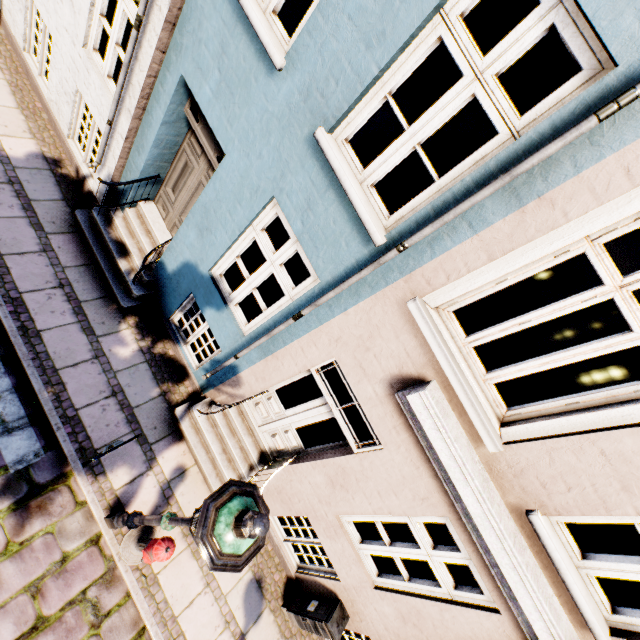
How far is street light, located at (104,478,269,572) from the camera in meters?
2.0

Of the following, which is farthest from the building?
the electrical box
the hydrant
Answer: the hydrant

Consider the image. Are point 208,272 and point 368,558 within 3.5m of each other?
no

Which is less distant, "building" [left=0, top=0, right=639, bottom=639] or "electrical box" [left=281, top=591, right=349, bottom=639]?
Answer: "building" [left=0, top=0, right=639, bottom=639]

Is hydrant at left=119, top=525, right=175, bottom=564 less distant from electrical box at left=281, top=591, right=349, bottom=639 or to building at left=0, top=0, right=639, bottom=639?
building at left=0, top=0, right=639, bottom=639

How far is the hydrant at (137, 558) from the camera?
3.8 meters

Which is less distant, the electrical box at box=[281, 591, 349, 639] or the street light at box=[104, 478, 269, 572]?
the street light at box=[104, 478, 269, 572]

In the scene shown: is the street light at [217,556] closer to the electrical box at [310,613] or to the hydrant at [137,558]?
the hydrant at [137,558]
